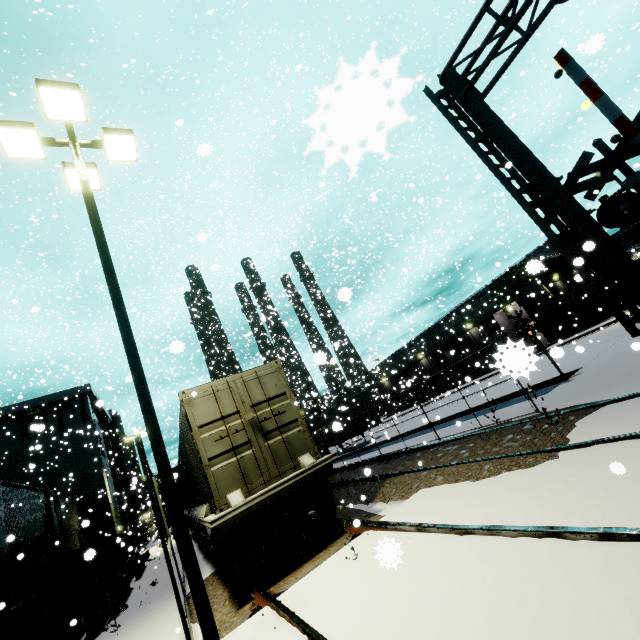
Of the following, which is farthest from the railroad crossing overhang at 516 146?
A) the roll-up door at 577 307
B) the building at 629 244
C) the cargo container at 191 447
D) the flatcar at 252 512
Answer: the roll-up door at 577 307

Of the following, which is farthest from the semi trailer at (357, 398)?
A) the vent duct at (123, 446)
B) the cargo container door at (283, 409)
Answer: the vent duct at (123, 446)

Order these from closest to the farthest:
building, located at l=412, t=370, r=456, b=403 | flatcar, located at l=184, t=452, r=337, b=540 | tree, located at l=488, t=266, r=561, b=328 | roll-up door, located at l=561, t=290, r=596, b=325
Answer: flatcar, located at l=184, t=452, r=337, b=540, tree, located at l=488, t=266, r=561, b=328, roll-up door, located at l=561, t=290, r=596, b=325, building, located at l=412, t=370, r=456, b=403

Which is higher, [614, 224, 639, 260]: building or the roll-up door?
[614, 224, 639, 260]: building

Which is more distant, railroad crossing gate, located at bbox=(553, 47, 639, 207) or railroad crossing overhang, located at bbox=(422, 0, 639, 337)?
railroad crossing gate, located at bbox=(553, 47, 639, 207)

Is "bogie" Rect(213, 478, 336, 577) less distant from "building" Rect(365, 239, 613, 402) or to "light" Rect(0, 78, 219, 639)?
"light" Rect(0, 78, 219, 639)

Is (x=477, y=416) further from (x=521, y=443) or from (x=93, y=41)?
(x=93, y=41)

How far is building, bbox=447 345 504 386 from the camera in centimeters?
1148cm
